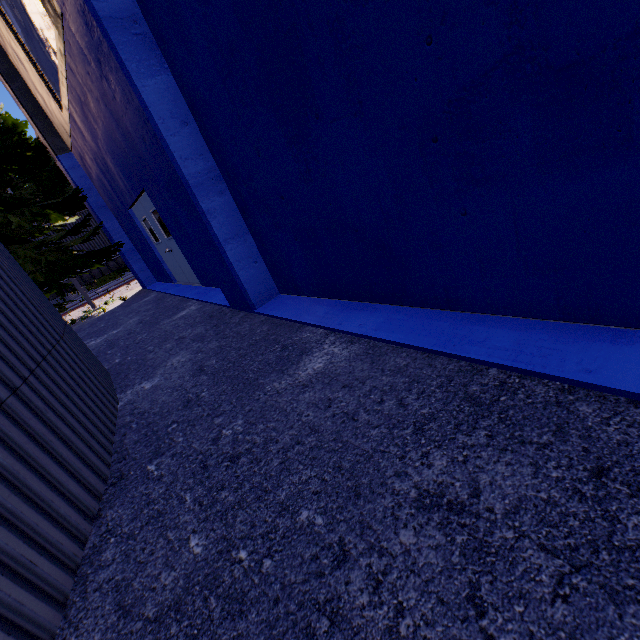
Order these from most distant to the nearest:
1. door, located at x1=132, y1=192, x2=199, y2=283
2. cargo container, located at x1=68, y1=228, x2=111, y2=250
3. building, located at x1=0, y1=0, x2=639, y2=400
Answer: cargo container, located at x1=68, y1=228, x2=111, y2=250
door, located at x1=132, y1=192, x2=199, y2=283
building, located at x1=0, y1=0, x2=639, y2=400

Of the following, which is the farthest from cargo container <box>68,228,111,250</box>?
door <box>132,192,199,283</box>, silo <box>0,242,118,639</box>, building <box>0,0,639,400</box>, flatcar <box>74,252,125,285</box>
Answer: silo <box>0,242,118,639</box>

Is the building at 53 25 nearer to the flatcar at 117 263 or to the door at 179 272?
the door at 179 272

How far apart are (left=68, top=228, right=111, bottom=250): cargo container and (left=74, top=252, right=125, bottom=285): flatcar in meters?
0.0

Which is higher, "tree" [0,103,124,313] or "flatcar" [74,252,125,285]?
"tree" [0,103,124,313]

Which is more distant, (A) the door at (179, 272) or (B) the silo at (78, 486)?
(A) the door at (179, 272)

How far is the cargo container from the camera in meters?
17.1

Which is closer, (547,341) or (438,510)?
(438,510)
